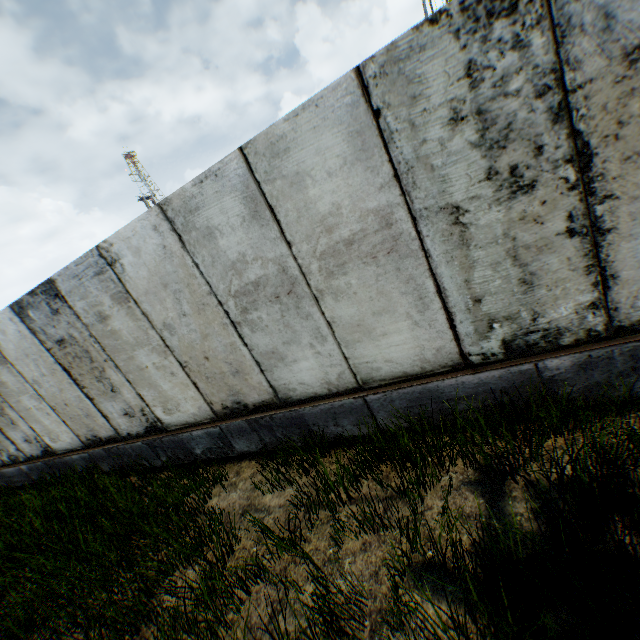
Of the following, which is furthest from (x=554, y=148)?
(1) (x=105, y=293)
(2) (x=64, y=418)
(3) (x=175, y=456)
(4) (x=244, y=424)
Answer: (2) (x=64, y=418)
